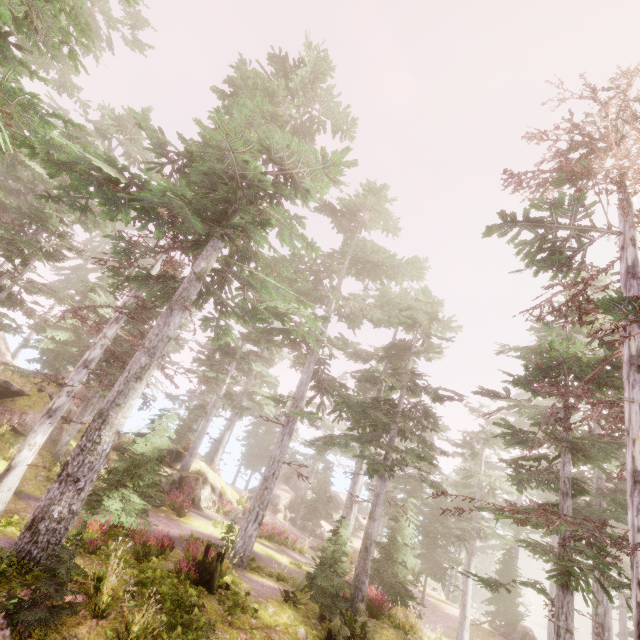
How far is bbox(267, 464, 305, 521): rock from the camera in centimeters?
3806cm

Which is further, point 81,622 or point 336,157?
point 336,157

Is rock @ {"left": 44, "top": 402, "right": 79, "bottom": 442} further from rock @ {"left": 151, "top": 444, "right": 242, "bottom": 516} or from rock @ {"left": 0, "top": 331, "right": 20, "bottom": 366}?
rock @ {"left": 0, "top": 331, "right": 20, "bottom": 366}

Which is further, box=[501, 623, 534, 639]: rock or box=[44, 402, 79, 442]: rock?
box=[501, 623, 534, 639]: rock

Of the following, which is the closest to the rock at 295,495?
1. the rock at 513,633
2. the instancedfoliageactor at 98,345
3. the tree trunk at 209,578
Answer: the instancedfoliageactor at 98,345

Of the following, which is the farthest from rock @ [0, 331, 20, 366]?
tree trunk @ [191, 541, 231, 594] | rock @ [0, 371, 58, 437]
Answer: tree trunk @ [191, 541, 231, 594]

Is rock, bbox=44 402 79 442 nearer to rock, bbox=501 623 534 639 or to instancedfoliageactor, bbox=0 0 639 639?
instancedfoliageactor, bbox=0 0 639 639

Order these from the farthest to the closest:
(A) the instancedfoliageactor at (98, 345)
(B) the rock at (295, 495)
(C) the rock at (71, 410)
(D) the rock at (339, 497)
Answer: (B) the rock at (295, 495)
(D) the rock at (339, 497)
(C) the rock at (71, 410)
(A) the instancedfoliageactor at (98, 345)
